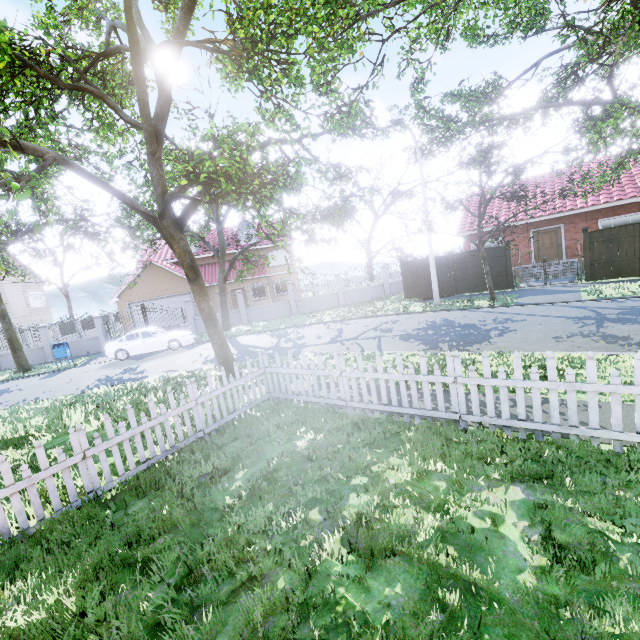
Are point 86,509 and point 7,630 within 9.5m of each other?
yes

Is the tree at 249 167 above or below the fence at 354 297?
above

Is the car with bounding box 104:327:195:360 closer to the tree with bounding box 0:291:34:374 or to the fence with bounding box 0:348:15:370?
the tree with bounding box 0:291:34:374

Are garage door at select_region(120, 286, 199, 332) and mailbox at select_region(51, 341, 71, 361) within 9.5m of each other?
yes

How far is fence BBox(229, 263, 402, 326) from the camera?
23.4 meters

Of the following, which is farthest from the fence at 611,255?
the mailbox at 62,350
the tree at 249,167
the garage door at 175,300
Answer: the mailbox at 62,350

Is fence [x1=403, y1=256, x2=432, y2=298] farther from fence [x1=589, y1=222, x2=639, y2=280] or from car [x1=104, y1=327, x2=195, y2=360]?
fence [x1=589, y1=222, x2=639, y2=280]

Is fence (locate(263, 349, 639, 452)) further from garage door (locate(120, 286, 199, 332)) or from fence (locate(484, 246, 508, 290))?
fence (locate(484, 246, 508, 290))
